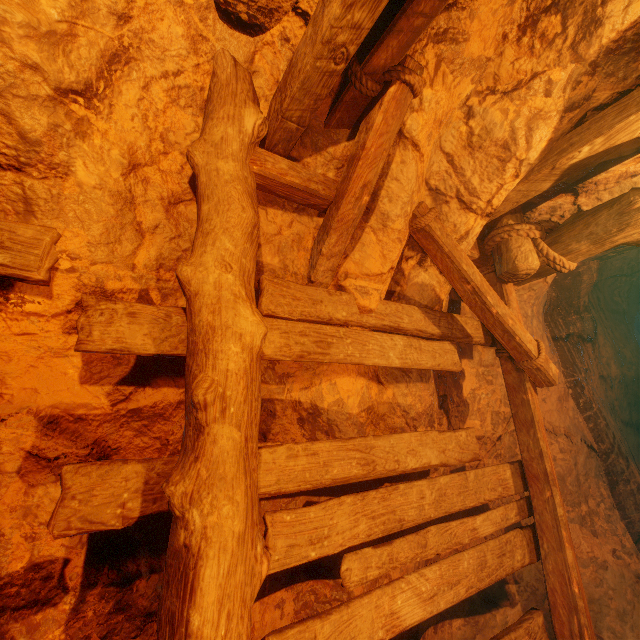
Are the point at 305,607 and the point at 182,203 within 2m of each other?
no

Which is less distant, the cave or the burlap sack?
the burlap sack

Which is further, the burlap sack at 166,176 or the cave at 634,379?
the cave at 634,379
